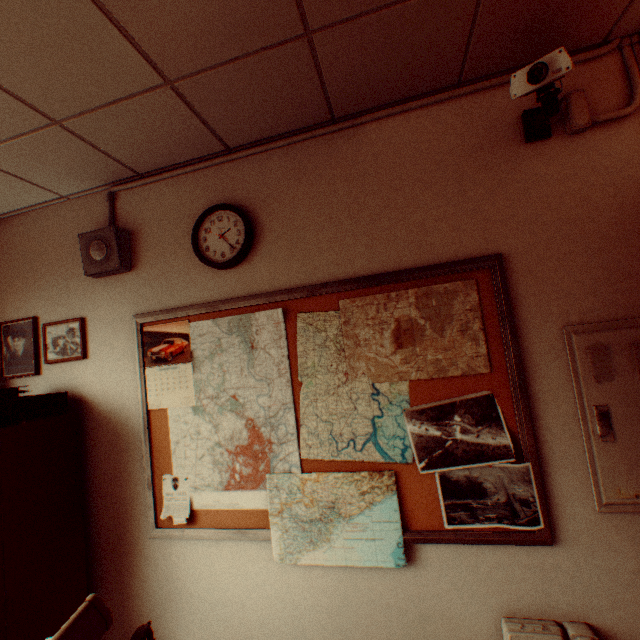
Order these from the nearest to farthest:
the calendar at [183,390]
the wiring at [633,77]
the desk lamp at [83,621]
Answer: the desk lamp at [83,621] < the wiring at [633,77] < the calendar at [183,390]

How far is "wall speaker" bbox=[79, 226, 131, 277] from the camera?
2.1m

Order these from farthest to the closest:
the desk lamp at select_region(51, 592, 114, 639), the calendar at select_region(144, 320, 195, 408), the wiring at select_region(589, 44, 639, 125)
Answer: the calendar at select_region(144, 320, 195, 408)
the wiring at select_region(589, 44, 639, 125)
the desk lamp at select_region(51, 592, 114, 639)

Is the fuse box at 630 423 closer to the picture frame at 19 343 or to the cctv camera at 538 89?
the cctv camera at 538 89

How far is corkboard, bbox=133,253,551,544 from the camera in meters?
1.6

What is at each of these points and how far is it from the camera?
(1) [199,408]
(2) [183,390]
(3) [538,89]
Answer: (1) map, 2.02m
(2) calendar, 2.04m
(3) cctv camera, 1.39m

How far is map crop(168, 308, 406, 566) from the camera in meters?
1.7

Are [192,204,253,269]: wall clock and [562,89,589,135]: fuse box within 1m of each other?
no
